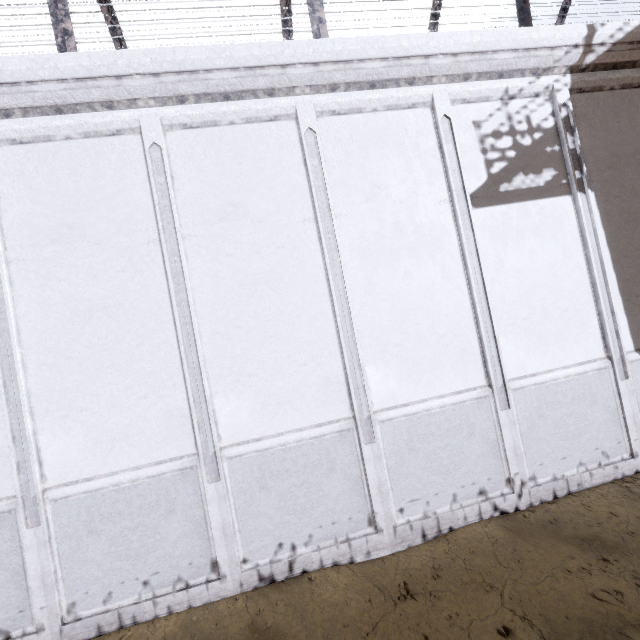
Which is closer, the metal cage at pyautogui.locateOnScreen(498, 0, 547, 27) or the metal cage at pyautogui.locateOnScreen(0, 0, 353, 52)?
the metal cage at pyautogui.locateOnScreen(0, 0, 353, 52)

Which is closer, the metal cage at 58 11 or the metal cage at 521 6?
the metal cage at 58 11

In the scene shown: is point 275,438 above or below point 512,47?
below
